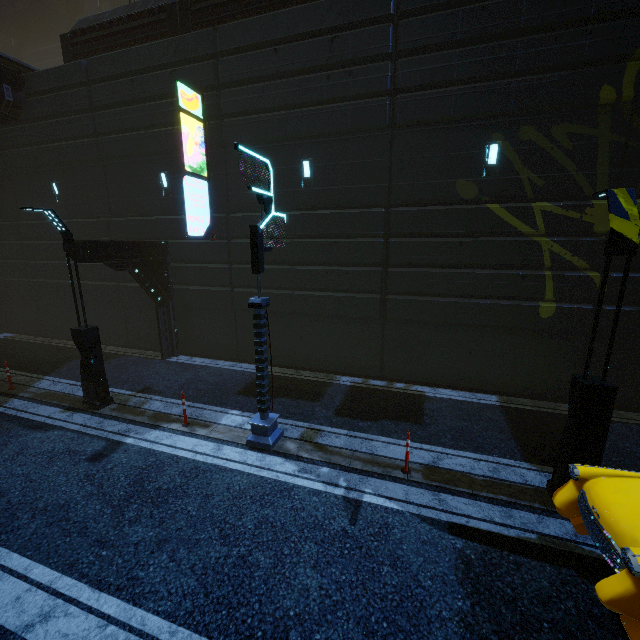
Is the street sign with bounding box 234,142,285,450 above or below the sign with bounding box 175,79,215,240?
below

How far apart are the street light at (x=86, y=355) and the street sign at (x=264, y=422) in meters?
4.9

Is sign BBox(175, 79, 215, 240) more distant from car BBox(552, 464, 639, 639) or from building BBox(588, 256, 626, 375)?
A: car BBox(552, 464, 639, 639)

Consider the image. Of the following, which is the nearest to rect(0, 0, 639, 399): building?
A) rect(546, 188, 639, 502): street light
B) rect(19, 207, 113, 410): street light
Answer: rect(19, 207, 113, 410): street light

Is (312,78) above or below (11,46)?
below

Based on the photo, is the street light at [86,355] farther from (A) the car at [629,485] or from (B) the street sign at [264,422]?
(A) the car at [629,485]

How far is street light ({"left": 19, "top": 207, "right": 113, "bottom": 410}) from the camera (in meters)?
8.39
